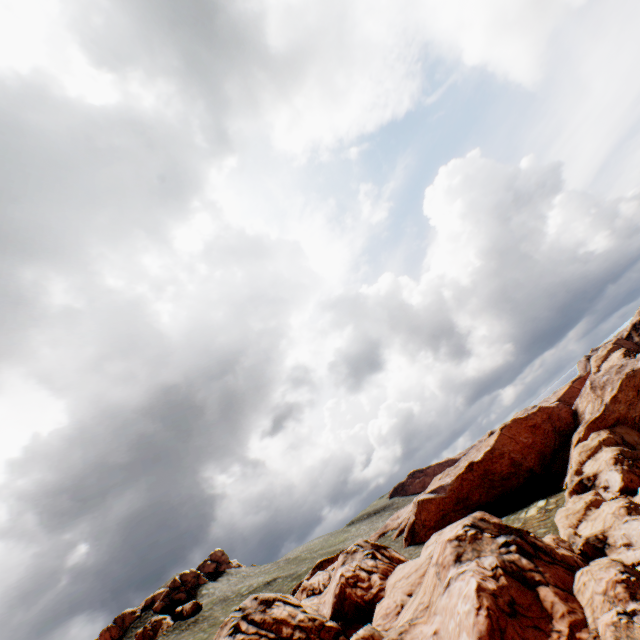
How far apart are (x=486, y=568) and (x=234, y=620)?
28.7m
